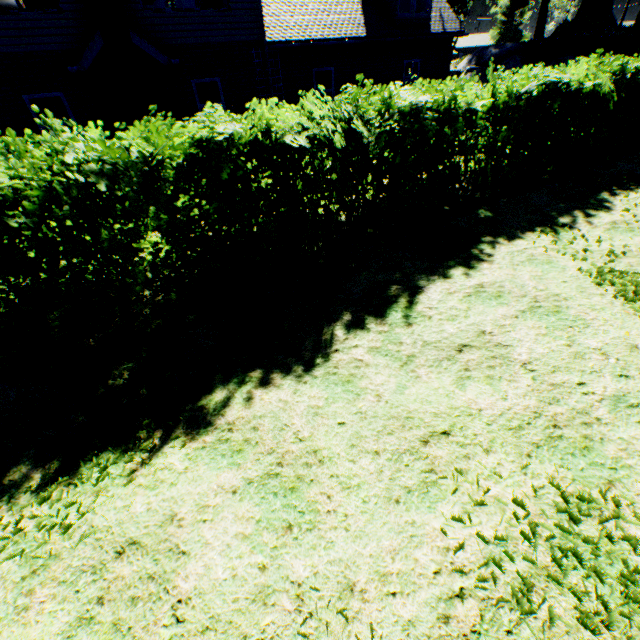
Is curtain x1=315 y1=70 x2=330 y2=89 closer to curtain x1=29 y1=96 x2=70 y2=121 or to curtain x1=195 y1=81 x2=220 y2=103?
curtain x1=195 y1=81 x2=220 y2=103

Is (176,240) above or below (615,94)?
below

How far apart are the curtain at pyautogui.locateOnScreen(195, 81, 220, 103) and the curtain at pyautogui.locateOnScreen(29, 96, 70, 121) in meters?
3.9

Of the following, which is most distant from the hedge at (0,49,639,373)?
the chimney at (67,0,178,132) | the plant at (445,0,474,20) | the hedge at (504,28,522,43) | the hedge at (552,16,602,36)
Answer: the hedge at (504,28,522,43)

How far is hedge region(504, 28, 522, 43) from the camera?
30.8m

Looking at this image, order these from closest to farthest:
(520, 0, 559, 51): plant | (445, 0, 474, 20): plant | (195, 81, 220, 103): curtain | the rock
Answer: (195, 81, 220, 103): curtain < (520, 0, 559, 51): plant < the rock < (445, 0, 474, 20): plant

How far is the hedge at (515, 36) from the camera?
30.8m

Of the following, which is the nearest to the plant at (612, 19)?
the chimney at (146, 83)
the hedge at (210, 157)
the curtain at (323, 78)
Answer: the hedge at (210, 157)
